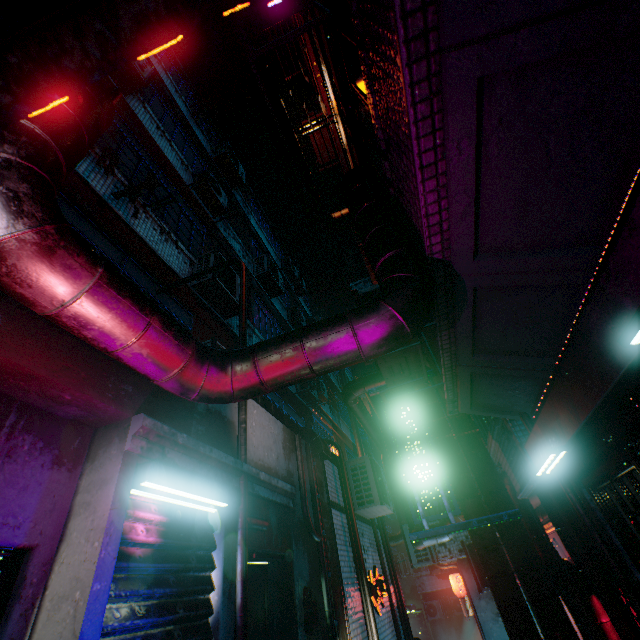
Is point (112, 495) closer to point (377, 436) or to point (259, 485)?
point (259, 485)

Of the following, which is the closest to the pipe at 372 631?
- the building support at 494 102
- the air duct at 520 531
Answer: the air duct at 520 531

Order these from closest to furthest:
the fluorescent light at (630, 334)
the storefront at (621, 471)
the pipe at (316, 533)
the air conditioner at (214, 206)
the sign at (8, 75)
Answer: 1. the sign at (8, 75)
2. the fluorescent light at (630, 334)
3. the storefront at (621, 471)
4. the pipe at (316, 533)
5. the air conditioner at (214, 206)

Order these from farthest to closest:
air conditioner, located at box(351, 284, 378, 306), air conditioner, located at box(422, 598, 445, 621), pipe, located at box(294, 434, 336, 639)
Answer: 1. air conditioner, located at box(422, 598, 445, 621)
2. pipe, located at box(294, 434, 336, 639)
3. air conditioner, located at box(351, 284, 378, 306)

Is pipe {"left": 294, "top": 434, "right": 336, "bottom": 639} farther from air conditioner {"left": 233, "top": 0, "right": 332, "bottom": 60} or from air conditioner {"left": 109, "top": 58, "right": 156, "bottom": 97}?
air conditioner {"left": 109, "top": 58, "right": 156, "bottom": 97}

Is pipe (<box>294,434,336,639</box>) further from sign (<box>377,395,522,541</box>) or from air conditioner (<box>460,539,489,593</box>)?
air conditioner (<box>460,539,489,593</box>)

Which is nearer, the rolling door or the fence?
the rolling door

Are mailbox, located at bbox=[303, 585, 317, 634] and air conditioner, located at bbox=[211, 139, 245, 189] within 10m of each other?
no
